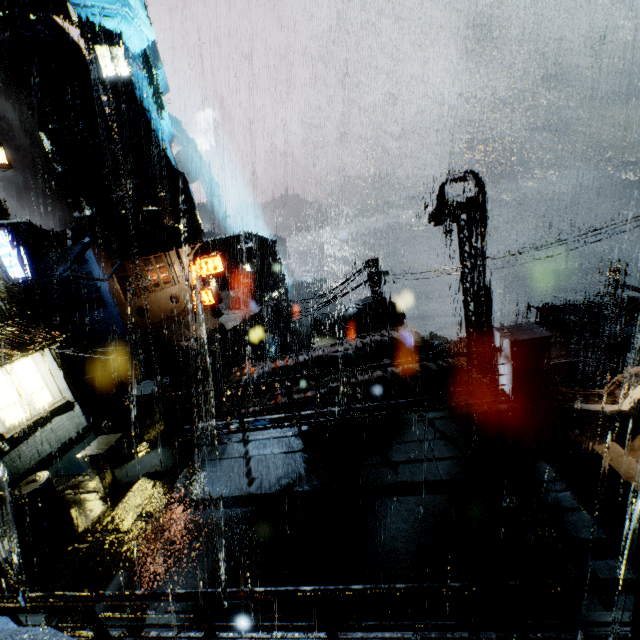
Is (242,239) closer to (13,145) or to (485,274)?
(13,145)

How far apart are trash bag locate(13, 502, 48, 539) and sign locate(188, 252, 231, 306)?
20.6 meters

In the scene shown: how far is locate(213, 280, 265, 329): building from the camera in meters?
35.2 m

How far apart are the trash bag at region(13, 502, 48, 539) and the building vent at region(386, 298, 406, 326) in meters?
15.6 m

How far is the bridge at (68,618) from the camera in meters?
4.8

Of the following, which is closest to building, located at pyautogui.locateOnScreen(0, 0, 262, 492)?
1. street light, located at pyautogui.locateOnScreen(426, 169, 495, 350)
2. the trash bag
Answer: street light, located at pyautogui.locateOnScreen(426, 169, 495, 350)

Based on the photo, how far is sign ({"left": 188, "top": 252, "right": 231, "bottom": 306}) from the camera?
27.39m

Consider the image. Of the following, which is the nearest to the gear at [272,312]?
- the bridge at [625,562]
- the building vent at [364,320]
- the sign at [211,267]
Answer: the sign at [211,267]
